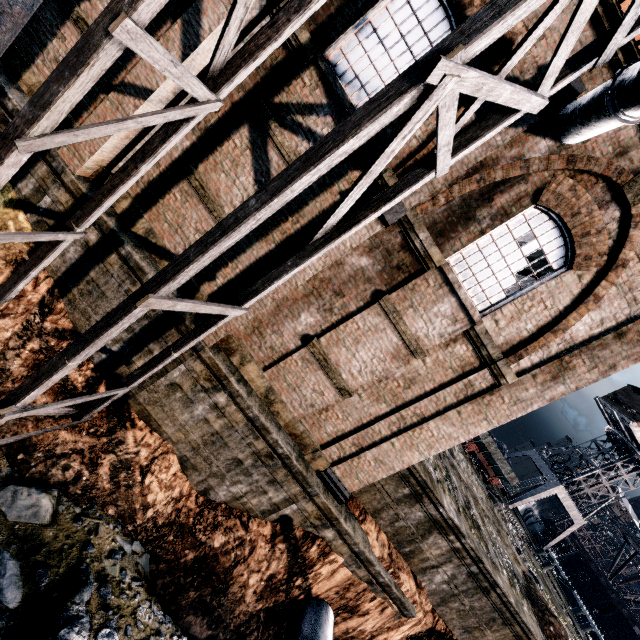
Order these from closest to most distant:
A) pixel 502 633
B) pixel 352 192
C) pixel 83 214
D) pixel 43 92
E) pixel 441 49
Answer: pixel 441 49
pixel 43 92
pixel 352 192
pixel 83 214
pixel 502 633

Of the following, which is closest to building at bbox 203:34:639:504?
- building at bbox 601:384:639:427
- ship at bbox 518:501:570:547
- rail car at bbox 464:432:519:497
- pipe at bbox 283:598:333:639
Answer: pipe at bbox 283:598:333:639

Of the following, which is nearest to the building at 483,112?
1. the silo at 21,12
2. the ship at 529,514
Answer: the silo at 21,12

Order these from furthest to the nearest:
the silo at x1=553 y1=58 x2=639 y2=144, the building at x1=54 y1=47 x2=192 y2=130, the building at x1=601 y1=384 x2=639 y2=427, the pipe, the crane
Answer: the crane < the building at x1=601 y1=384 x2=639 y2=427 < the pipe < the building at x1=54 y1=47 x2=192 y2=130 < the silo at x1=553 y1=58 x2=639 y2=144

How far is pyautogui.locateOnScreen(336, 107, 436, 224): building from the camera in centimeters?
796cm

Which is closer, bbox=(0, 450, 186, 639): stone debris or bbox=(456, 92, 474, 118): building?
bbox=(0, 450, 186, 639): stone debris

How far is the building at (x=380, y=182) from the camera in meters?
8.0 m
